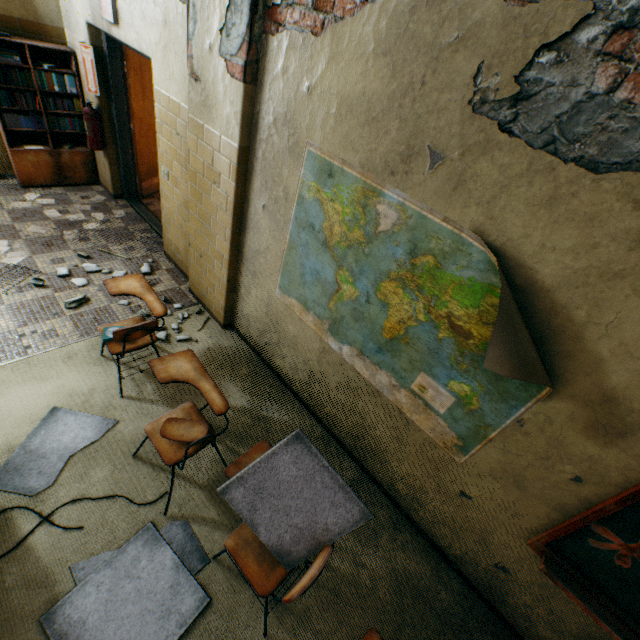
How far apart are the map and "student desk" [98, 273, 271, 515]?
0.9m

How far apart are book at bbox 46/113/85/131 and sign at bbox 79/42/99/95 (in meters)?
0.42

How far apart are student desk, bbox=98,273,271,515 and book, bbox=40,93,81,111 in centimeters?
462cm

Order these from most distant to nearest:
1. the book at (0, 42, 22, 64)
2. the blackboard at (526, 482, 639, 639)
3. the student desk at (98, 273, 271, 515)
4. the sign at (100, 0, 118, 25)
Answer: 1. the book at (0, 42, 22, 64)
2. the sign at (100, 0, 118, 25)
3. the student desk at (98, 273, 271, 515)
4. the blackboard at (526, 482, 639, 639)

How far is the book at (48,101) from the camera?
4.5m

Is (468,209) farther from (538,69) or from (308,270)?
(308,270)

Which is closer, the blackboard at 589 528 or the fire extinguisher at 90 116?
the blackboard at 589 528
